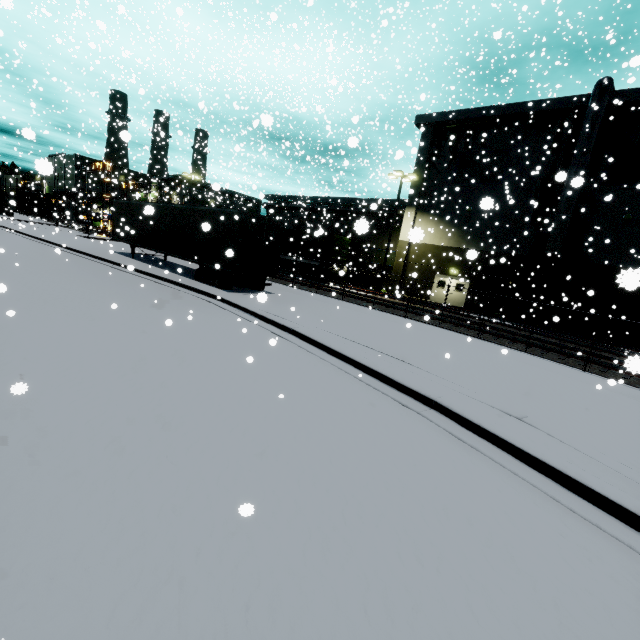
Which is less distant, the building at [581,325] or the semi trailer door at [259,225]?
the semi trailer door at [259,225]

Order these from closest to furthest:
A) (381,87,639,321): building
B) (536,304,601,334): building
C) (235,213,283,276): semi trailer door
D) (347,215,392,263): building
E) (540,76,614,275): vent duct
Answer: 1. (235,213,283,276): semi trailer door
2. (540,76,614,275): vent duct
3. (381,87,639,321): building
4. (536,304,601,334): building
5. (347,215,392,263): building

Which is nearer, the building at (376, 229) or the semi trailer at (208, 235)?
the semi trailer at (208, 235)

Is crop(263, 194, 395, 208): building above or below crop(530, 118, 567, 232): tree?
above

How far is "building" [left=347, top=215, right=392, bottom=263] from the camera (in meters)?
33.12

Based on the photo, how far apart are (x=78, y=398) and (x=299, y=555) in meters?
3.9 m

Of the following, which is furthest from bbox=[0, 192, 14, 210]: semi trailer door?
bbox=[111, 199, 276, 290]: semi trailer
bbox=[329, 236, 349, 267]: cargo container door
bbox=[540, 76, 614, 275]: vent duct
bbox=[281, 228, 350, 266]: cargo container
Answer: bbox=[540, 76, 614, 275]: vent duct

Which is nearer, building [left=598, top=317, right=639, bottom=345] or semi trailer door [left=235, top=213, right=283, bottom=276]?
semi trailer door [left=235, top=213, right=283, bottom=276]
